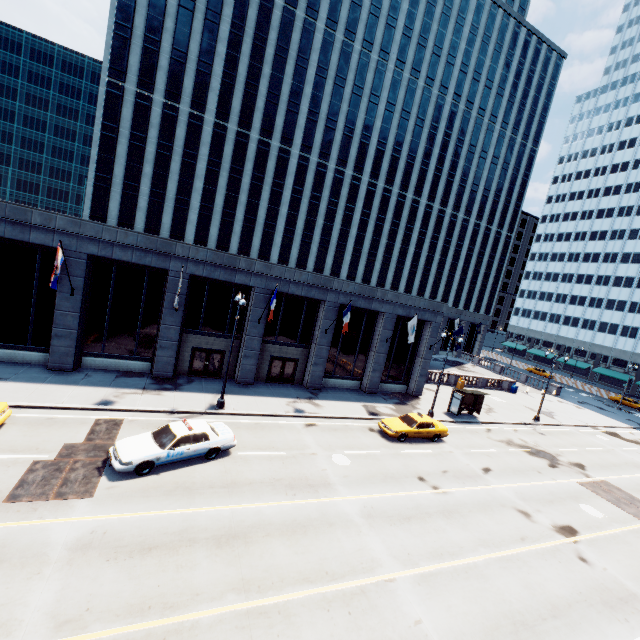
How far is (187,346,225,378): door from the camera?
24.5 meters

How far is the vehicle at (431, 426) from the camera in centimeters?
2175cm

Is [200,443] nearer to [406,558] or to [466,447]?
[406,558]

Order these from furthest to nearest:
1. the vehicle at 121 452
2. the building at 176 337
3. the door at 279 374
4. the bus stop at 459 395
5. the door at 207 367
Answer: the bus stop at 459 395 → the door at 279 374 → the door at 207 367 → the building at 176 337 → the vehicle at 121 452

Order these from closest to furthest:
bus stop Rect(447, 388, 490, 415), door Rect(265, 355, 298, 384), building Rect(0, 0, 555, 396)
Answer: building Rect(0, 0, 555, 396), door Rect(265, 355, 298, 384), bus stop Rect(447, 388, 490, 415)

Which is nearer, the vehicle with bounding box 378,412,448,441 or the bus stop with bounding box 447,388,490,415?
the vehicle with bounding box 378,412,448,441

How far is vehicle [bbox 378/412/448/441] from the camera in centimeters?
2175cm

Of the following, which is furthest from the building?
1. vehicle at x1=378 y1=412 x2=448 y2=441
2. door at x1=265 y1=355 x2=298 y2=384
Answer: vehicle at x1=378 y1=412 x2=448 y2=441
